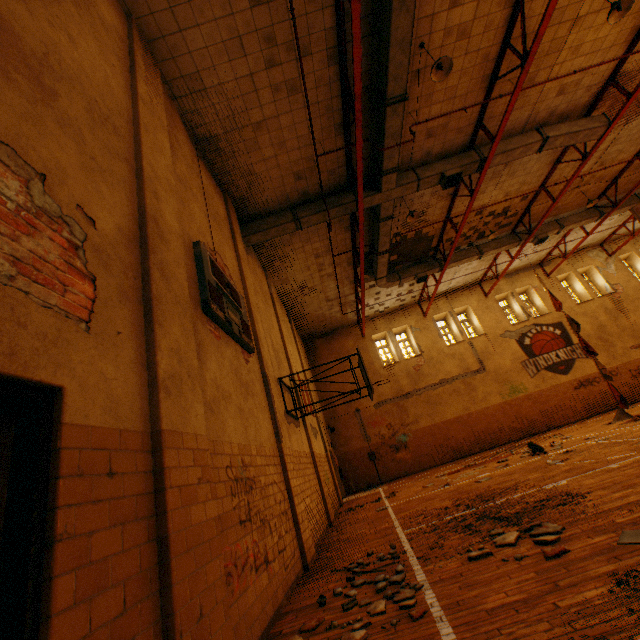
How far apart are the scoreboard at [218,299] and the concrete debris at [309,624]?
3.76m

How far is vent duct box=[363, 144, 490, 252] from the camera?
9.2 meters

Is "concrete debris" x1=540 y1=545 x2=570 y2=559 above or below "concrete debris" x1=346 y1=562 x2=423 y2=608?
above

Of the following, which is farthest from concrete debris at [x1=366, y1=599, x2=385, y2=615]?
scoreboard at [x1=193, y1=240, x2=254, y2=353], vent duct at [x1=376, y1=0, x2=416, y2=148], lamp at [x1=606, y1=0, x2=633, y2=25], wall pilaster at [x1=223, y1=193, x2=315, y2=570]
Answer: lamp at [x1=606, y1=0, x2=633, y2=25]

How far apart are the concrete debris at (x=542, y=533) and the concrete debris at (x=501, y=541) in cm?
8

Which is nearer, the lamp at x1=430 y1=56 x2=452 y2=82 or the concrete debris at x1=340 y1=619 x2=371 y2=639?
the concrete debris at x1=340 y1=619 x2=371 y2=639

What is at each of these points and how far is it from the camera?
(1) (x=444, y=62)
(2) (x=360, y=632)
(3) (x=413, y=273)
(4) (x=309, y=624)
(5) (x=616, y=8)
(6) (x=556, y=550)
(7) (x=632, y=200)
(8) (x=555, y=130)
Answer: (1) lamp, 6.73m
(2) concrete debris, 2.79m
(3) vent duct, 15.32m
(4) concrete debris, 3.27m
(5) lamp, 6.72m
(6) concrete debris, 3.15m
(7) vent duct, 15.30m
(8) vent duct, 9.88m

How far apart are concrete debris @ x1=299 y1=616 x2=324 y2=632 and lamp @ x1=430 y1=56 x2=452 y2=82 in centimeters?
926cm
